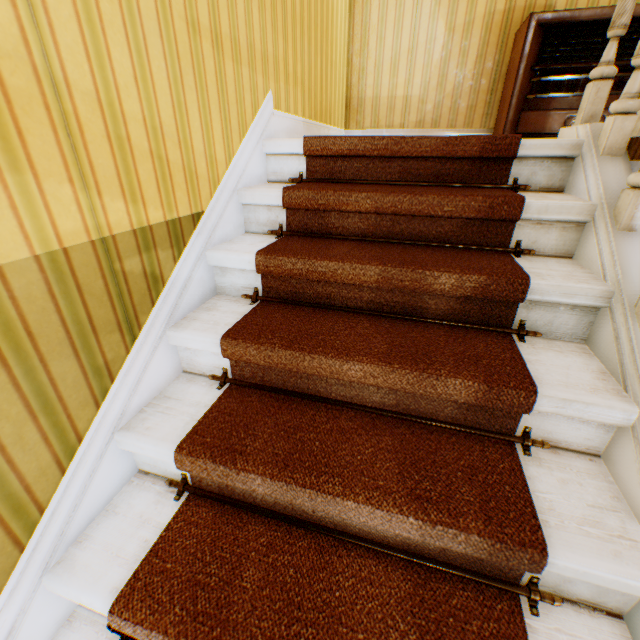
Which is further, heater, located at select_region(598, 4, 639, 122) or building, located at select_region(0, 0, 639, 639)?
heater, located at select_region(598, 4, 639, 122)

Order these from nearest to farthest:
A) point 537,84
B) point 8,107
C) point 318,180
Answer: point 8,107 → point 318,180 → point 537,84

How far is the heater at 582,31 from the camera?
2.5m

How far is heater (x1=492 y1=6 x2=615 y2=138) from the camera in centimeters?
247cm

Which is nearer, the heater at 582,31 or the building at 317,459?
the building at 317,459
